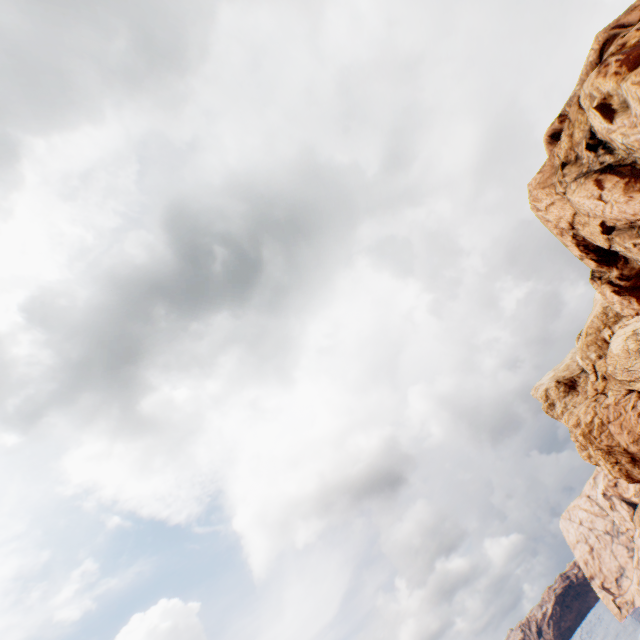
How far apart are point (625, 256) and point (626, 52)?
9.57m
